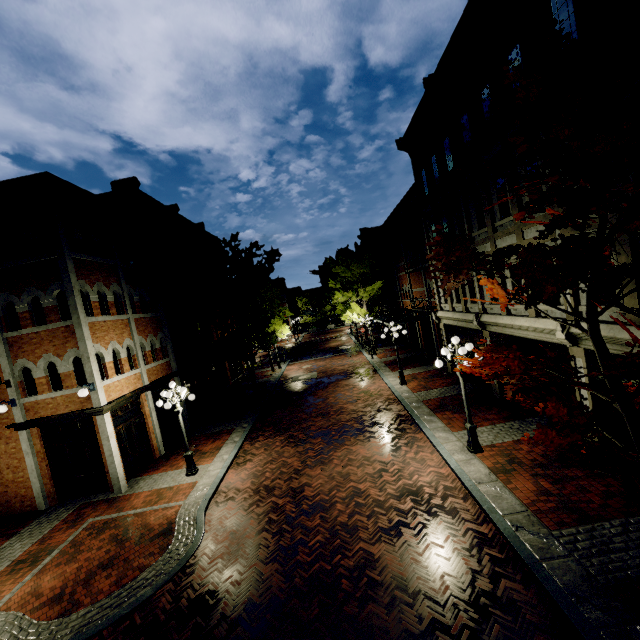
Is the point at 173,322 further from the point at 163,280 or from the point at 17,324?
the point at 17,324

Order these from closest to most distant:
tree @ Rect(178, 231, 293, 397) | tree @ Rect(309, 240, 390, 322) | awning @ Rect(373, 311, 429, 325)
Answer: tree @ Rect(178, 231, 293, 397)
awning @ Rect(373, 311, 429, 325)
tree @ Rect(309, 240, 390, 322)

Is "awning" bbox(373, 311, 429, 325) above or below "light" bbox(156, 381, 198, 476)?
above

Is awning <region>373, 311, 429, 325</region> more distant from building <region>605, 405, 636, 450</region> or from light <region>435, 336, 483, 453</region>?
building <region>605, 405, 636, 450</region>

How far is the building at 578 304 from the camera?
8.38m

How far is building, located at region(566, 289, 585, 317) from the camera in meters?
8.4 m

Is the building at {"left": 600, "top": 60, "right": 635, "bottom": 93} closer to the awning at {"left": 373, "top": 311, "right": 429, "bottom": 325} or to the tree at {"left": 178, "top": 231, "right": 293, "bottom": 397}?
the tree at {"left": 178, "top": 231, "right": 293, "bottom": 397}

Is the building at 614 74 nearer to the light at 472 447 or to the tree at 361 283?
the tree at 361 283
